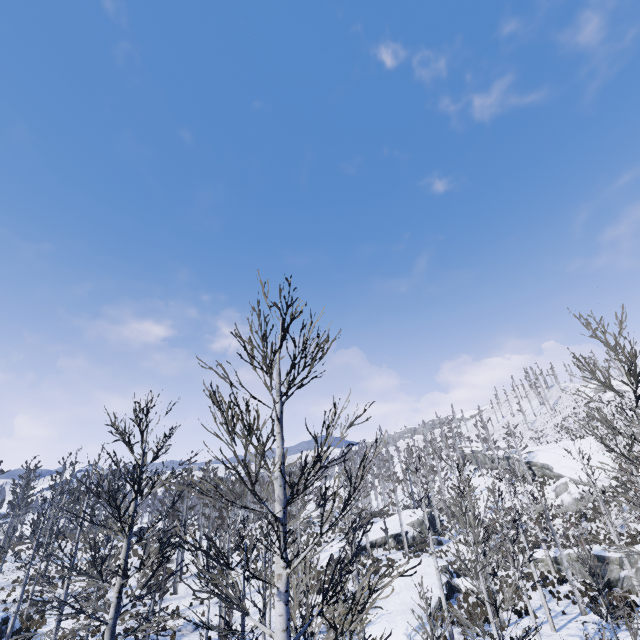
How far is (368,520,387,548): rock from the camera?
38.12m

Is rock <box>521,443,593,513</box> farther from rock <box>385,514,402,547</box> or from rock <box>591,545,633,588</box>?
rock <box>385,514,402,547</box>

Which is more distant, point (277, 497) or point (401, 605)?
point (401, 605)

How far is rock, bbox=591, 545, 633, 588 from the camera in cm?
2125

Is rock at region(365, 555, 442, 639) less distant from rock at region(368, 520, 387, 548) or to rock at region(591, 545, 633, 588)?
rock at region(368, 520, 387, 548)

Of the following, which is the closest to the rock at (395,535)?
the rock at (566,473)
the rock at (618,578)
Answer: the rock at (618,578)

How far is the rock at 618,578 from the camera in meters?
21.3

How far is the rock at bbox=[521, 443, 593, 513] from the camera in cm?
3734
